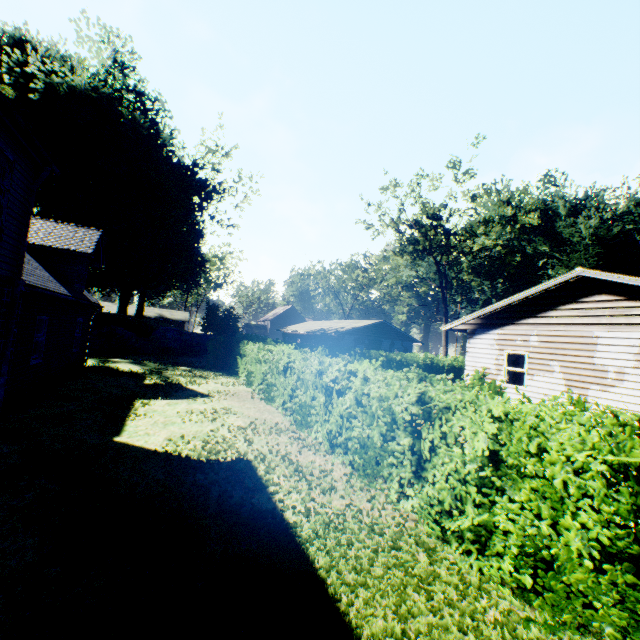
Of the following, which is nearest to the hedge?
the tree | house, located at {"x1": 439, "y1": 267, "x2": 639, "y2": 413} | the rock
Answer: house, located at {"x1": 439, "y1": 267, "x2": 639, "y2": 413}

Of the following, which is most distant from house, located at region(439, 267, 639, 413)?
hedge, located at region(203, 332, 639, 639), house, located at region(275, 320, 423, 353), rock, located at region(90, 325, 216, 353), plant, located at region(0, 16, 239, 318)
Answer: plant, located at region(0, 16, 239, 318)

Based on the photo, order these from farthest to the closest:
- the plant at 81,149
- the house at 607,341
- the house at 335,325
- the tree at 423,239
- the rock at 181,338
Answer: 1. the house at 335,325
2. the tree at 423,239
3. the plant at 81,149
4. the rock at 181,338
5. the house at 607,341

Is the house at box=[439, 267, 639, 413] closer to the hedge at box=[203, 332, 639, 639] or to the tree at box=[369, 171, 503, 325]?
the hedge at box=[203, 332, 639, 639]

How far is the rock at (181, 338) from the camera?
26.7m

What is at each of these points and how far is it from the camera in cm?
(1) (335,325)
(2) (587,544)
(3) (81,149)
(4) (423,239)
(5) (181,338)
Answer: (1) house, 4156
(2) hedge, 337
(3) plant, 3042
(4) tree, 3884
(5) rock, 3175

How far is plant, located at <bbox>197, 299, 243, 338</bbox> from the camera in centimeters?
3148cm

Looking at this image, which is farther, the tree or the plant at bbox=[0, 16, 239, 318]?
the tree
